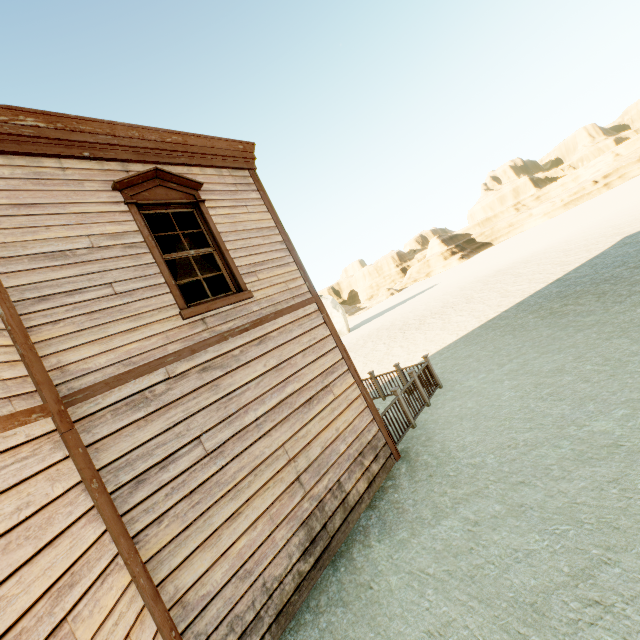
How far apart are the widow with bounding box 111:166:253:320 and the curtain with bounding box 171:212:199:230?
0.0m

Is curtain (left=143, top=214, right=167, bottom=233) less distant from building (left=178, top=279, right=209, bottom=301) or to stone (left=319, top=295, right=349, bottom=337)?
building (left=178, top=279, right=209, bottom=301)

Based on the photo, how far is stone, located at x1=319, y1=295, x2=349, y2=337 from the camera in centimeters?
4372cm

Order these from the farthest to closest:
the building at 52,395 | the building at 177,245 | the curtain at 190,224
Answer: the building at 177,245 < the curtain at 190,224 < the building at 52,395

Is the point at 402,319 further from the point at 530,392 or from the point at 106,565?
the point at 106,565

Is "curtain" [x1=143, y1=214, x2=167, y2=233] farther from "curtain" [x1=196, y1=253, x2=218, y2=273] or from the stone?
the stone

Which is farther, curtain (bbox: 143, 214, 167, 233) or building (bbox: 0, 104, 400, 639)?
curtain (bbox: 143, 214, 167, 233)

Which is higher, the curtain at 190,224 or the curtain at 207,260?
the curtain at 190,224
